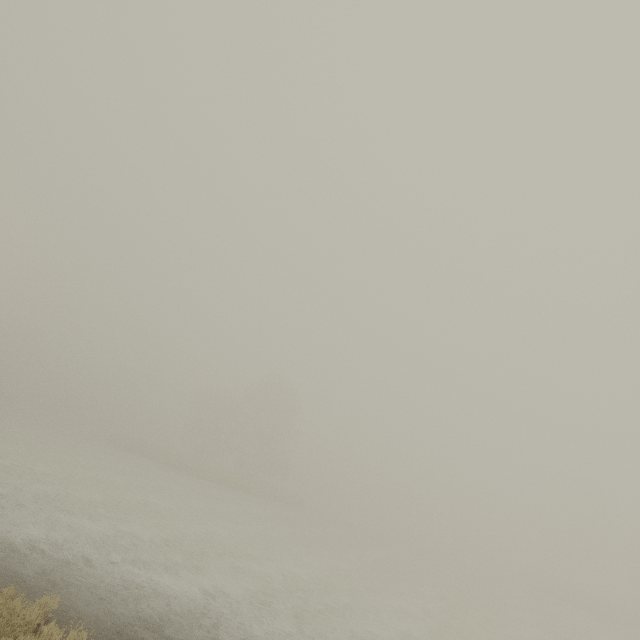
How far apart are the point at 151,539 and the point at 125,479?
13.6m
